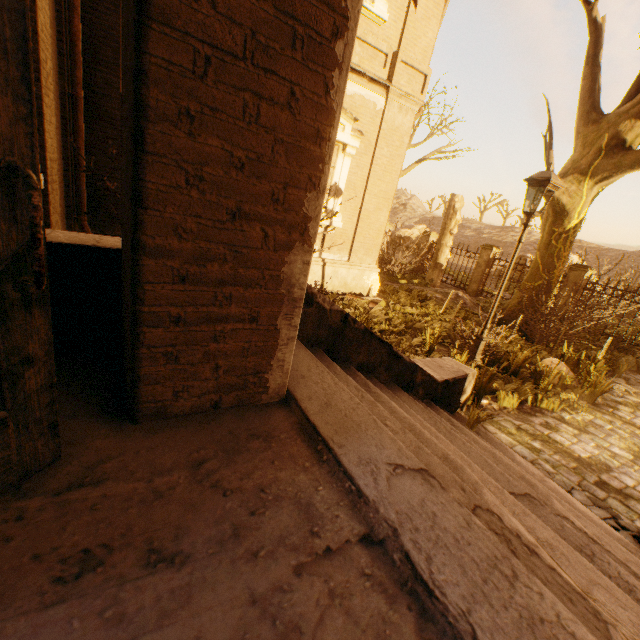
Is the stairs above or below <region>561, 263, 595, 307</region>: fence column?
below

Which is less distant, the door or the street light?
the door

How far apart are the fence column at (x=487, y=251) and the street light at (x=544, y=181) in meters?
10.6

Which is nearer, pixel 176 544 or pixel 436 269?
pixel 176 544

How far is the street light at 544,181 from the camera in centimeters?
556cm

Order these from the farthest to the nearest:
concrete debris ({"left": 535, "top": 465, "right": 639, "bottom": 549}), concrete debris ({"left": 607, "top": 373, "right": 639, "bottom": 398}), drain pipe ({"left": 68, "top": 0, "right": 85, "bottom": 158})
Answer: concrete debris ({"left": 607, "top": 373, "right": 639, "bottom": 398}) < drain pipe ({"left": 68, "top": 0, "right": 85, "bottom": 158}) < concrete debris ({"left": 535, "top": 465, "right": 639, "bottom": 549})

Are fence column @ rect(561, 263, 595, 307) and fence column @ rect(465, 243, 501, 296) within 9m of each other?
yes

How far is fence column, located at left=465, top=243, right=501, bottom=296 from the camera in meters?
15.6 m
